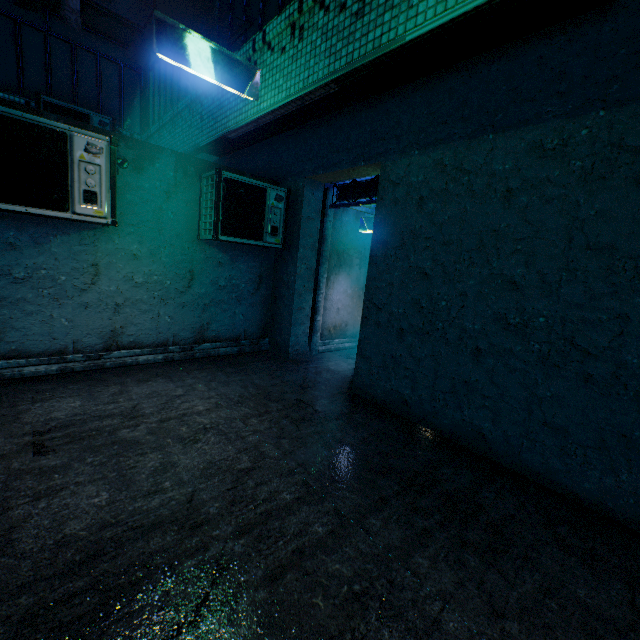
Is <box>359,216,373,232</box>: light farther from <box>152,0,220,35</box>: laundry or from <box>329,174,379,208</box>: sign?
Result: <box>152,0,220,35</box>: laundry

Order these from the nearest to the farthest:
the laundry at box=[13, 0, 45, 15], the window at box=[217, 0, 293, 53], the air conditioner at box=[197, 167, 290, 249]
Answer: the laundry at box=[13, 0, 45, 15] < the window at box=[217, 0, 293, 53] < the air conditioner at box=[197, 167, 290, 249]

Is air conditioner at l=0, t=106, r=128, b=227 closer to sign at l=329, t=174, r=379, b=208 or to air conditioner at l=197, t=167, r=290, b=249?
air conditioner at l=197, t=167, r=290, b=249

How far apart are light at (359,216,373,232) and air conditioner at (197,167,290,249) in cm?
166

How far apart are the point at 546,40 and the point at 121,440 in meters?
4.9

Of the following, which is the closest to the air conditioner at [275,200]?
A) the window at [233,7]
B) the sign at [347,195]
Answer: the sign at [347,195]

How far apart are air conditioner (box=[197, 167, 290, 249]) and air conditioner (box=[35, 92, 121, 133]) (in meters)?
3.20

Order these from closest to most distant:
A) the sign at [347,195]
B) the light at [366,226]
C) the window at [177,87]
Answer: the sign at [347,195] < the window at [177,87] < the light at [366,226]
